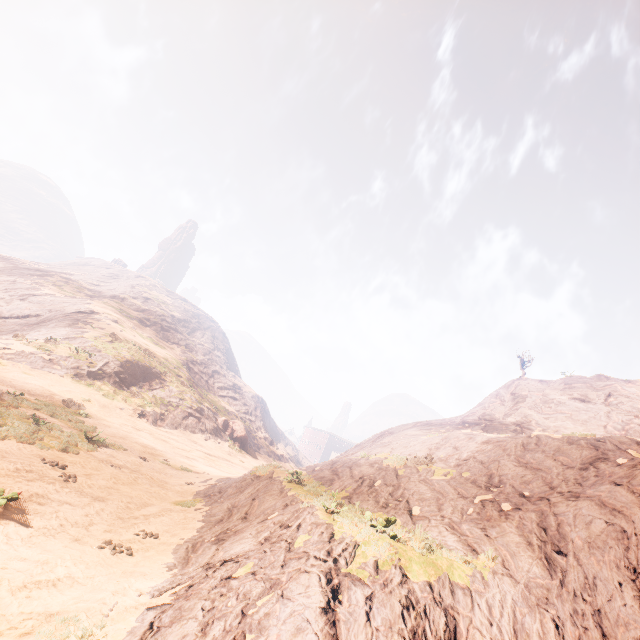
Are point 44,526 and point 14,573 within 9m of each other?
yes

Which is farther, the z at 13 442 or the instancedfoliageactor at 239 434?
the instancedfoliageactor at 239 434

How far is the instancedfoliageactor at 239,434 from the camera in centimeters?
4109cm

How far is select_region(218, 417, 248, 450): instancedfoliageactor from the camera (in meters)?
41.09

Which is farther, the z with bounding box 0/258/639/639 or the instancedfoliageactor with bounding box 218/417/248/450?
the instancedfoliageactor with bounding box 218/417/248/450
